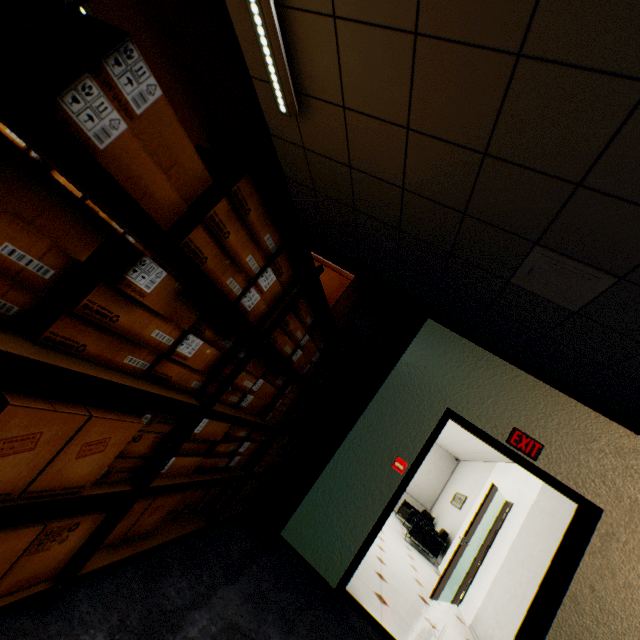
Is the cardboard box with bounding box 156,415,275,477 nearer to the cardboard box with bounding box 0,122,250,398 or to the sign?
the cardboard box with bounding box 0,122,250,398

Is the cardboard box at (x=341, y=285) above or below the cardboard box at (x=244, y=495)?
above

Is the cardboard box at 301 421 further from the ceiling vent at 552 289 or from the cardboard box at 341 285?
the ceiling vent at 552 289

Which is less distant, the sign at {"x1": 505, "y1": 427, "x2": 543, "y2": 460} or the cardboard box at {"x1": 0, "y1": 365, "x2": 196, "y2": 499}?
the cardboard box at {"x1": 0, "y1": 365, "x2": 196, "y2": 499}

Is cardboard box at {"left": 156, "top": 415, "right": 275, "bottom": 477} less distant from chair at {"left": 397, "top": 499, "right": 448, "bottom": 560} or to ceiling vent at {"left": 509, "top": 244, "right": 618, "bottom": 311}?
ceiling vent at {"left": 509, "top": 244, "right": 618, "bottom": 311}

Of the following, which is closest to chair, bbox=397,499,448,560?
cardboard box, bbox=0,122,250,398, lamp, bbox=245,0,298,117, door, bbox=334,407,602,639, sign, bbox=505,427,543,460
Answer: door, bbox=334,407,602,639

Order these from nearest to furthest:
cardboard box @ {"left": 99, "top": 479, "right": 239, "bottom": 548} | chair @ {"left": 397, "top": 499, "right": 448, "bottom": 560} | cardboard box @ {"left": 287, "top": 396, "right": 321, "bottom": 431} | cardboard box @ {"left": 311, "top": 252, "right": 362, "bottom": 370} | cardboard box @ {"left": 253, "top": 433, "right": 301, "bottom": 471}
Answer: cardboard box @ {"left": 99, "top": 479, "right": 239, "bottom": 548} < cardboard box @ {"left": 311, "top": 252, "right": 362, "bottom": 370} < cardboard box @ {"left": 253, "top": 433, "right": 301, "bottom": 471} < cardboard box @ {"left": 287, "top": 396, "right": 321, "bottom": 431} < chair @ {"left": 397, "top": 499, "right": 448, "bottom": 560}

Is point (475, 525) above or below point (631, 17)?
below
